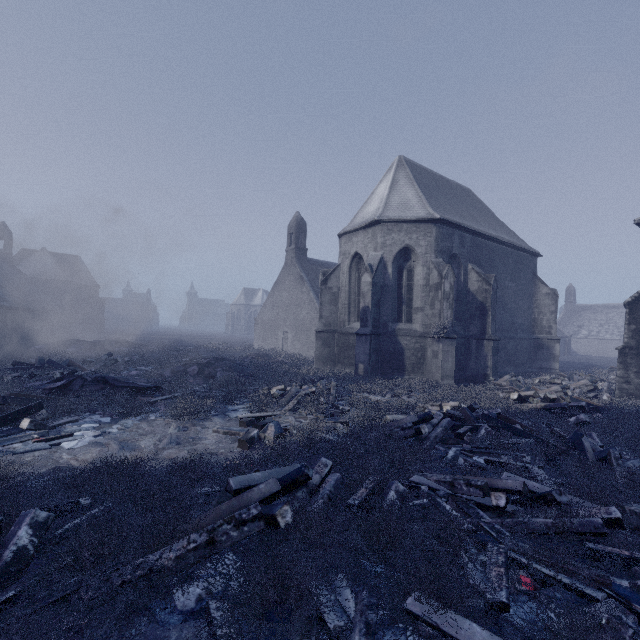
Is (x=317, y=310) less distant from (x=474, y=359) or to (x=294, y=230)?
(x=294, y=230)

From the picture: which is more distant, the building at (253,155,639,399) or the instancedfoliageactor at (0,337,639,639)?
the building at (253,155,639,399)

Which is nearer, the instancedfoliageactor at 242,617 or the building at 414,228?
the instancedfoliageactor at 242,617

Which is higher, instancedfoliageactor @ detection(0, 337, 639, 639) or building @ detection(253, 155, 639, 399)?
building @ detection(253, 155, 639, 399)

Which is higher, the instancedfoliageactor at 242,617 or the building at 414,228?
the building at 414,228
